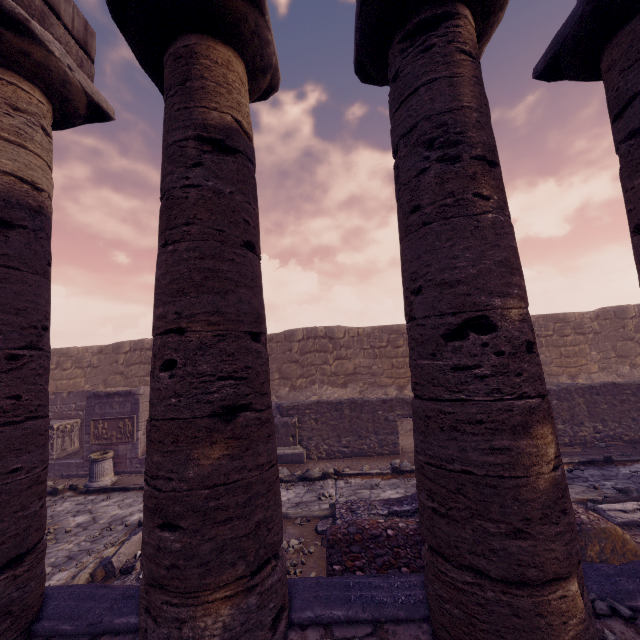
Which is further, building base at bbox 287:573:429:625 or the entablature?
the entablature

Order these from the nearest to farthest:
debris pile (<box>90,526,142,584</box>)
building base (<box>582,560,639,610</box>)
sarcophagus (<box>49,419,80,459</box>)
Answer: building base (<box>582,560,639,610</box>)
debris pile (<box>90,526,142,584</box>)
sarcophagus (<box>49,419,80,459</box>)

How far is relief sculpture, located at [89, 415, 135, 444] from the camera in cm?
1091

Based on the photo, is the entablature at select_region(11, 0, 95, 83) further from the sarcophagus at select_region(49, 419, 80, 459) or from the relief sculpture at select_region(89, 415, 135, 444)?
the sarcophagus at select_region(49, 419, 80, 459)

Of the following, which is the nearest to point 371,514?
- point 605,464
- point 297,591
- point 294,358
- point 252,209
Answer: point 297,591

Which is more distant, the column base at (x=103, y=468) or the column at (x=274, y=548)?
the column base at (x=103, y=468)

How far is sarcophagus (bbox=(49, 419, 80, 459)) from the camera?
11.3 meters

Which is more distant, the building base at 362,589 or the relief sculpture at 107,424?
the relief sculpture at 107,424
